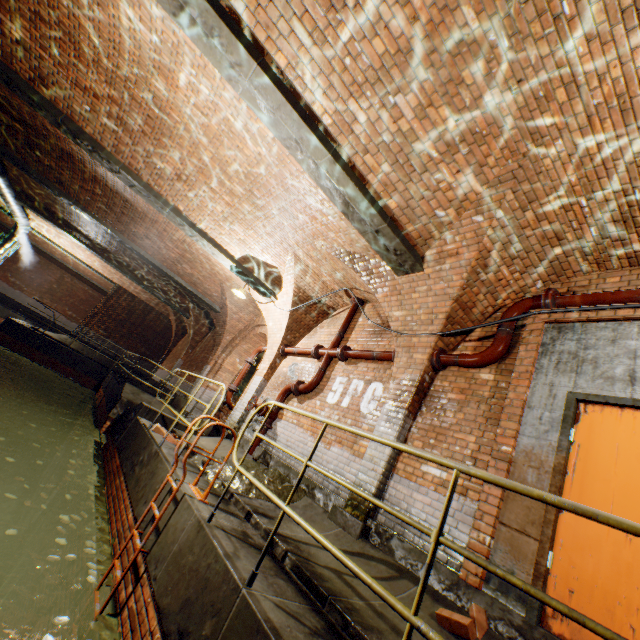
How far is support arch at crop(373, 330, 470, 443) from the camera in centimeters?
488cm

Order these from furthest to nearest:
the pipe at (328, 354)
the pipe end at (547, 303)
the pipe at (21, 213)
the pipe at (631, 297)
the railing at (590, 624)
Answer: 1. the pipe at (21, 213)
2. the pipe at (328, 354)
3. the pipe end at (547, 303)
4. the pipe at (631, 297)
5. the railing at (590, 624)

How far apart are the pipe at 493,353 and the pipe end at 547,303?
0.0m

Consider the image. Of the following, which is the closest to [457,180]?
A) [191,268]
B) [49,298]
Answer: [191,268]

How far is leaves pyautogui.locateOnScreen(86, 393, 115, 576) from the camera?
3.9m

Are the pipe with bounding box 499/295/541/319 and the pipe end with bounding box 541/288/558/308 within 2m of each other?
yes

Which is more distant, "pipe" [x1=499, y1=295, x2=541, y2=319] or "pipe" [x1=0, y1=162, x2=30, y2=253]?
"pipe" [x1=0, y1=162, x2=30, y2=253]

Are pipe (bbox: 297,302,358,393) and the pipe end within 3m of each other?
no
